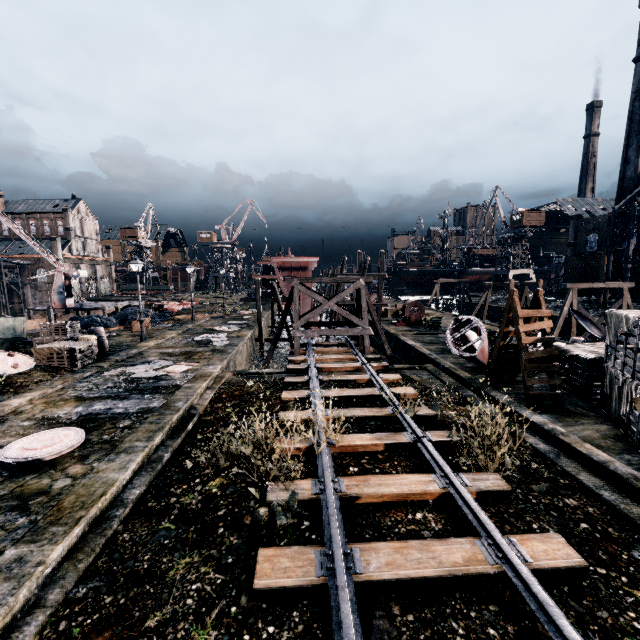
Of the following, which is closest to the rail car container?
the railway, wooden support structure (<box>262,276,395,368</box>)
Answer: wooden support structure (<box>262,276,395,368</box>)

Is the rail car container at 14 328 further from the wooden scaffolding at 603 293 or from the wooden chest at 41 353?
the wooden scaffolding at 603 293

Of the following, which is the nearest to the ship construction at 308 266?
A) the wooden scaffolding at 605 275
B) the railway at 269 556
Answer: the railway at 269 556

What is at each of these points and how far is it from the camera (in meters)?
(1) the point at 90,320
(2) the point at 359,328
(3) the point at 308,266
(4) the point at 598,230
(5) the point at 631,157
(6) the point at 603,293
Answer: (1) coal pile, 28.20
(2) wooden support structure, 20.55
(3) ship construction, 40.25
(4) building, 50.69
(5) chimney, 49.19
(6) wooden scaffolding, 39.12

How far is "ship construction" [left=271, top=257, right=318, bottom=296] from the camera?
36.03m

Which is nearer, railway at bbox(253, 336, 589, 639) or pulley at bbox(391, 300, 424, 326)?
railway at bbox(253, 336, 589, 639)

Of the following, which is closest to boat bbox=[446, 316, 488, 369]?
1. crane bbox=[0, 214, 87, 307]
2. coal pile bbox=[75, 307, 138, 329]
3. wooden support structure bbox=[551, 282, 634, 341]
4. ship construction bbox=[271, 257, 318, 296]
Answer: wooden support structure bbox=[551, 282, 634, 341]

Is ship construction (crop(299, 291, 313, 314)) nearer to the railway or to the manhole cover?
the railway
